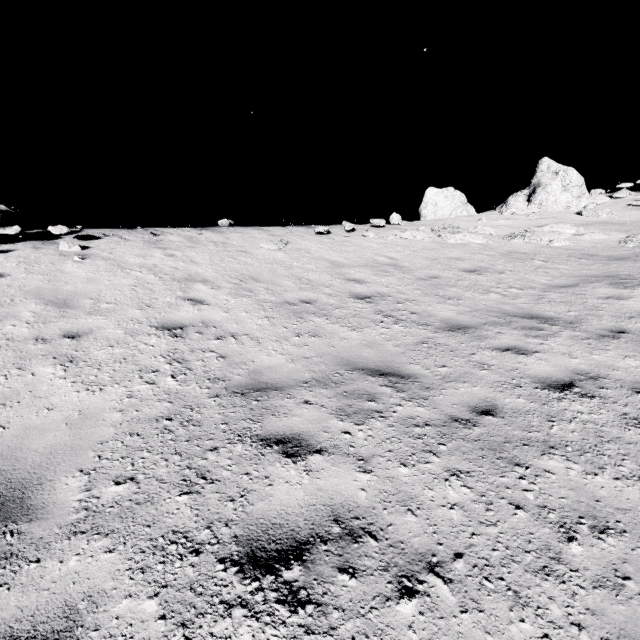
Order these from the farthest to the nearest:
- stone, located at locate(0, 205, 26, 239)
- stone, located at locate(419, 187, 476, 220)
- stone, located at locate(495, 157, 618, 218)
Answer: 1. stone, located at locate(419, 187, 476, 220)
2. stone, located at locate(495, 157, 618, 218)
3. stone, located at locate(0, 205, 26, 239)

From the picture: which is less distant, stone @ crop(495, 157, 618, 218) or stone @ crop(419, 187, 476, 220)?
stone @ crop(495, 157, 618, 218)

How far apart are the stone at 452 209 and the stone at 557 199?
2.7 meters

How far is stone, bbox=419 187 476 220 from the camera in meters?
21.0

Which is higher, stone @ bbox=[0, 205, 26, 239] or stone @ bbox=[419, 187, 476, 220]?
stone @ bbox=[419, 187, 476, 220]

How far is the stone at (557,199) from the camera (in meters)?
15.45

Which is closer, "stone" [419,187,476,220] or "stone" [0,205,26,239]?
"stone" [0,205,26,239]

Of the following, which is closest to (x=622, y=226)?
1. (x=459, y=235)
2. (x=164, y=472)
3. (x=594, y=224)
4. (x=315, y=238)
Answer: (x=594, y=224)
